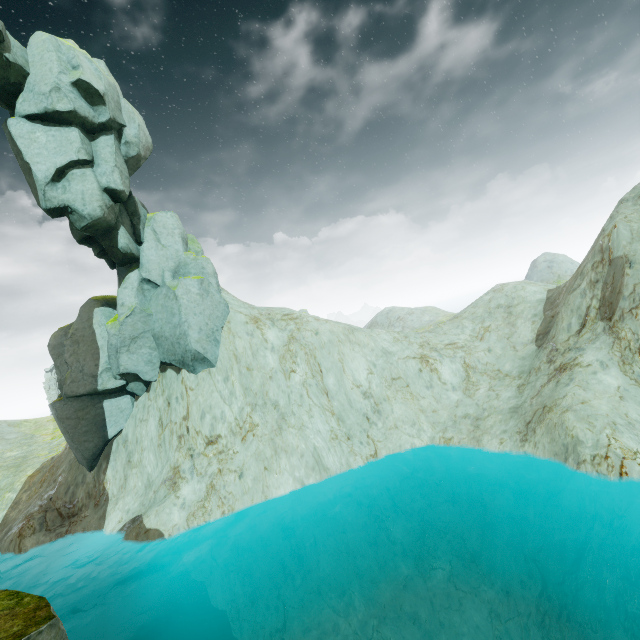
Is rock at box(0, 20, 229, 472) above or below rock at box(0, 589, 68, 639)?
above

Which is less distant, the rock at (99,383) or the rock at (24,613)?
the rock at (24,613)

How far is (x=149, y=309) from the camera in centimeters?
2123cm

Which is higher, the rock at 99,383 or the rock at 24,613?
the rock at 99,383

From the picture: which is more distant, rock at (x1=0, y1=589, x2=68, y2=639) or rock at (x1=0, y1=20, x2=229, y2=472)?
rock at (x1=0, y1=20, x2=229, y2=472)
